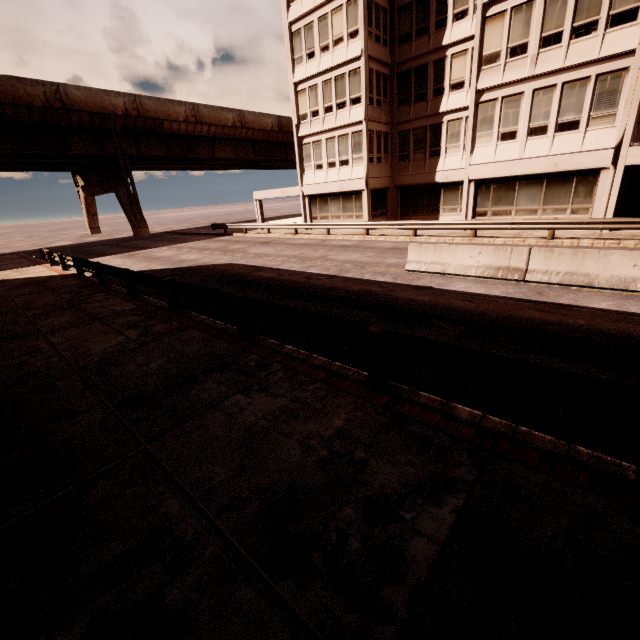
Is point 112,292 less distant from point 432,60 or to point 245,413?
point 245,413

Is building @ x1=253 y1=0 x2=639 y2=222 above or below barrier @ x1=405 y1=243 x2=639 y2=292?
above

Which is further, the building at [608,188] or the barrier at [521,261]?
the building at [608,188]

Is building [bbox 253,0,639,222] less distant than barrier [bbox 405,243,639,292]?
No

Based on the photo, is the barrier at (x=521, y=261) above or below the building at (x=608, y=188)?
below
